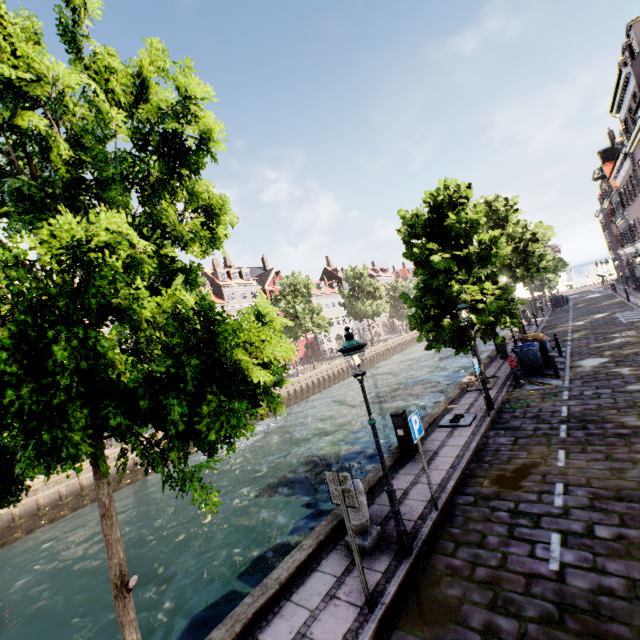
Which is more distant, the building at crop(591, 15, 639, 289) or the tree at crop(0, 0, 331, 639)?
the building at crop(591, 15, 639, 289)

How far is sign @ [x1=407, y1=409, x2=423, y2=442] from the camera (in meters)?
6.12

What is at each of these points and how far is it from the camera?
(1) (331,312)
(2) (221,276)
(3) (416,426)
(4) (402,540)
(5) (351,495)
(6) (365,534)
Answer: (1) building, 58.31m
(2) building, 42.66m
(3) sign, 6.31m
(4) street light, 5.27m
(5) sign, 4.49m
(6) pillar, 5.69m

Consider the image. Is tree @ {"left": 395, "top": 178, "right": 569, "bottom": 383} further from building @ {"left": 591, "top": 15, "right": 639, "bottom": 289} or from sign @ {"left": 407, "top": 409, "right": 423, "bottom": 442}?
building @ {"left": 591, "top": 15, "right": 639, "bottom": 289}

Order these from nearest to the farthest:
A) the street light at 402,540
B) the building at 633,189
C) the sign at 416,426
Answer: the street light at 402,540 → the sign at 416,426 → the building at 633,189

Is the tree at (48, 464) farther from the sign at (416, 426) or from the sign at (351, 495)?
the sign at (416, 426)

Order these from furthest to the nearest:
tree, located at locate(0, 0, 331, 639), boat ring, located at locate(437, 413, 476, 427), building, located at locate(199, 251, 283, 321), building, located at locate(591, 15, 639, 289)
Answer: building, located at locate(199, 251, 283, 321)
building, located at locate(591, 15, 639, 289)
boat ring, located at locate(437, 413, 476, 427)
tree, located at locate(0, 0, 331, 639)

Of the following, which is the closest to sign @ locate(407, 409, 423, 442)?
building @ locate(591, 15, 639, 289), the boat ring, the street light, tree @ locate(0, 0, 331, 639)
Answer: the street light
